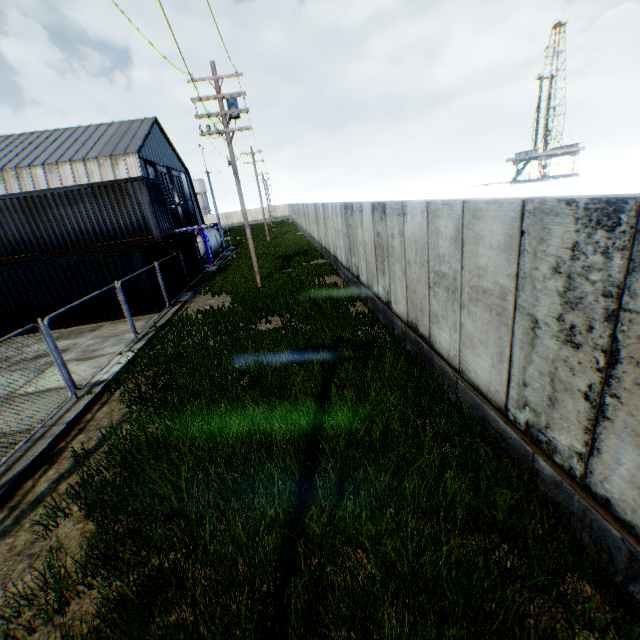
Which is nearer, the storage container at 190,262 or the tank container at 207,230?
the storage container at 190,262

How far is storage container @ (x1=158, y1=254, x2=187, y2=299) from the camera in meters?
16.2

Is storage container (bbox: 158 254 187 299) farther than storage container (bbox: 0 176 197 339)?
Yes

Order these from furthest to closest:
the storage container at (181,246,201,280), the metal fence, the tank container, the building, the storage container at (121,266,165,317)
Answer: the building, the tank container, the storage container at (181,246,201,280), the storage container at (121,266,165,317), the metal fence

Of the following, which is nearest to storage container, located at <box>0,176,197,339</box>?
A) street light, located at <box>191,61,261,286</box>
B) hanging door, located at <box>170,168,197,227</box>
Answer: street light, located at <box>191,61,261,286</box>

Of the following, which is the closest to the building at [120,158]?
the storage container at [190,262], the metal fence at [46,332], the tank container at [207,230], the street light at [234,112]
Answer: the tank container at [207,230]

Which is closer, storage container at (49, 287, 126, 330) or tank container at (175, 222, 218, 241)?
storage container at (49, 287, 126, 330)

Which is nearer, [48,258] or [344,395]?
[344,395]
